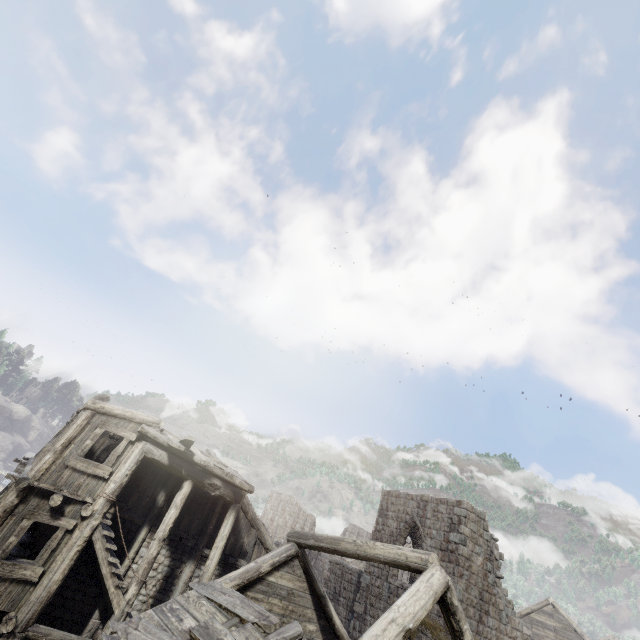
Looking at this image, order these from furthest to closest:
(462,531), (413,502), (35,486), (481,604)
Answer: (413,502)
(462,531)
(481,604)
(35,486)
